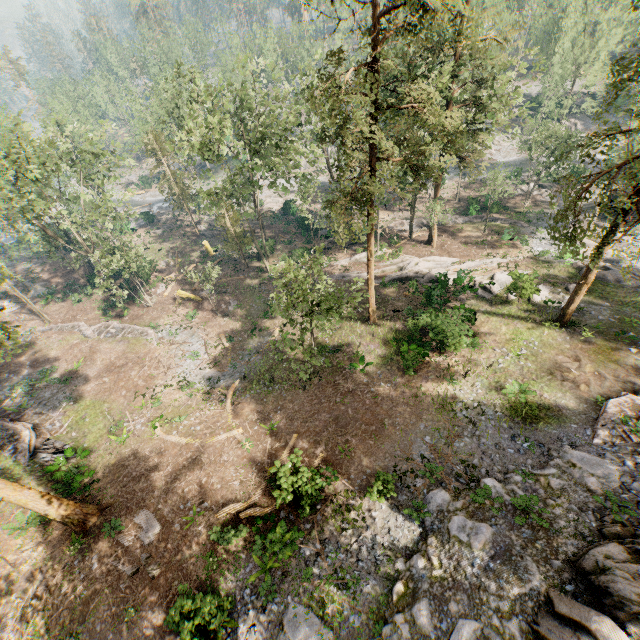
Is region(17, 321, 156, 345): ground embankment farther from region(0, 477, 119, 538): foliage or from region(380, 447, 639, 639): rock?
region(380, 447, 639, 639): rock

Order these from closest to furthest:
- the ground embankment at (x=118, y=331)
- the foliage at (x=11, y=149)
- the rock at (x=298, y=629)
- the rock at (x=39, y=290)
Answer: the rock at (x=298, y=629) → the foliage at (x=11, y=149) → the ground embankment at (x=118, y=331) → the rock at (x=39, y=290)

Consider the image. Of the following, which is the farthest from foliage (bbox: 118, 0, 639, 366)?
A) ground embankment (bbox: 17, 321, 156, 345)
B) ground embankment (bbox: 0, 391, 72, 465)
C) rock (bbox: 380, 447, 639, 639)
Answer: ground embankment (bbox: 0, 391, 72, 465)

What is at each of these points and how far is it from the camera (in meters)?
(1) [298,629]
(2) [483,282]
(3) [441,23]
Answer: (1) rock, 11.88
(2) foliage, 28.02
(3) foliage, 12.12

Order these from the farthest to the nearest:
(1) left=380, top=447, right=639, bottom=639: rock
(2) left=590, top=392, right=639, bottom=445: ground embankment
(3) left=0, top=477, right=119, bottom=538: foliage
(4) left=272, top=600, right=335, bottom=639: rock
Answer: (2) left=590, top=392, right=639, bottom=445: ground embankment → (3) left=0, top=477, right=119, bottom=538: foliage → (4) left=272, top=600, right=335, bottom=639: rock → (1) left=380, top=447, right=639, bottom=639: rock

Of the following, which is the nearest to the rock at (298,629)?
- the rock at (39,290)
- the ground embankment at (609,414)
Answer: the ground embankment at (609,414)

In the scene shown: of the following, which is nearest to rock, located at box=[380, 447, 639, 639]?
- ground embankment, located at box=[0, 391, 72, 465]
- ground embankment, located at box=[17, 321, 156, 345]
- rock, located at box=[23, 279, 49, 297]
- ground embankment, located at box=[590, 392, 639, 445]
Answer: ground embankment, located at box=[590, 392, 639, 445]

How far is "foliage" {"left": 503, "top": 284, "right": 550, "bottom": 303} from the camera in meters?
24.3 m
